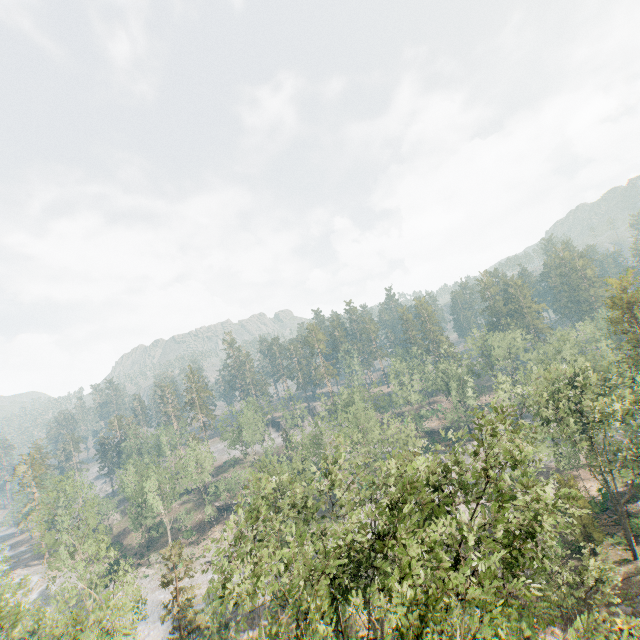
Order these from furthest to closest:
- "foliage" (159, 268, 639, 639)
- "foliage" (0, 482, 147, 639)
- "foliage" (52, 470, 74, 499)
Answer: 1. "foliage" (52, 470, 74, 499)
2. "foliage" (0, 482, 147, 639)
3. "foliage" (159, 268, 639, 639)

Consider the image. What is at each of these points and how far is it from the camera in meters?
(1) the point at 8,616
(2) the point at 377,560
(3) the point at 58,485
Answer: (1) foliage, 21.9
(2) foliage, 33.0
(3) foliage, 47.1

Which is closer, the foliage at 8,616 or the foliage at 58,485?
the foliage at 8,616

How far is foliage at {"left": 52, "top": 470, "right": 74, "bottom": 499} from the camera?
46.8 meters

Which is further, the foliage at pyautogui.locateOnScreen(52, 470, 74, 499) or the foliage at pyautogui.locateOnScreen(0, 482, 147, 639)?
the foliage at pyautogui.locateOnScreen(52, 470, 74, 499)
